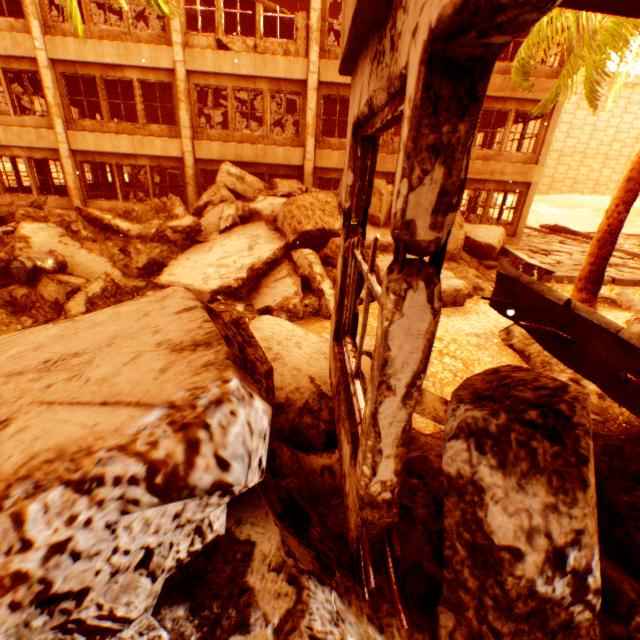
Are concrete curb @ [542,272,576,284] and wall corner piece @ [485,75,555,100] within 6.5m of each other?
no

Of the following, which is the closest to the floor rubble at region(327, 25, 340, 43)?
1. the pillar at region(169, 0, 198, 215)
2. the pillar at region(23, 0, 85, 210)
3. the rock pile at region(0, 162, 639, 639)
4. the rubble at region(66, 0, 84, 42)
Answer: the pillar at region(169, 0, 198, 215)

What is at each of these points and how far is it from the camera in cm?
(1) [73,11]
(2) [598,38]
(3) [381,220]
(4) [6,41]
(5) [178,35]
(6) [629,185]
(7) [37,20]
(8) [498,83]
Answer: (1) rubble, 476
(2) rubble, 813
(3) rock pile, 999
(4) wall corner piece, 1169
(5) pillar, 1166
(6) rubble, 751
(7) pillar, 1141
(8) wall corner piece, 1256

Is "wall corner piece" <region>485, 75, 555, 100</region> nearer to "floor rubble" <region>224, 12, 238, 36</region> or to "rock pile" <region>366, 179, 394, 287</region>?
"floor rubble" <region>224, 12, 238, 36</region>

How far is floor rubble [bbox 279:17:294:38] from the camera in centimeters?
1423cm

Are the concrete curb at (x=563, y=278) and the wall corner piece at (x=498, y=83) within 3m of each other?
no

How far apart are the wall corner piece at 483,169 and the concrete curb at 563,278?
5.5 meters

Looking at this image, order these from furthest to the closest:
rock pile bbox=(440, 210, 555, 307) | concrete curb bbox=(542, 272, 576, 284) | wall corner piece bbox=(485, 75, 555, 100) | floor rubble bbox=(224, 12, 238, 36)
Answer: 1. floor rubble bbox=(224, 12, 238, 36)
2. wall corner piece bbox=(485, 75, 555, 100)
3. concrete curb bbox=(542, 272, 576, 284)
4. rock pile bbox=(440, 210, 555, 307)
